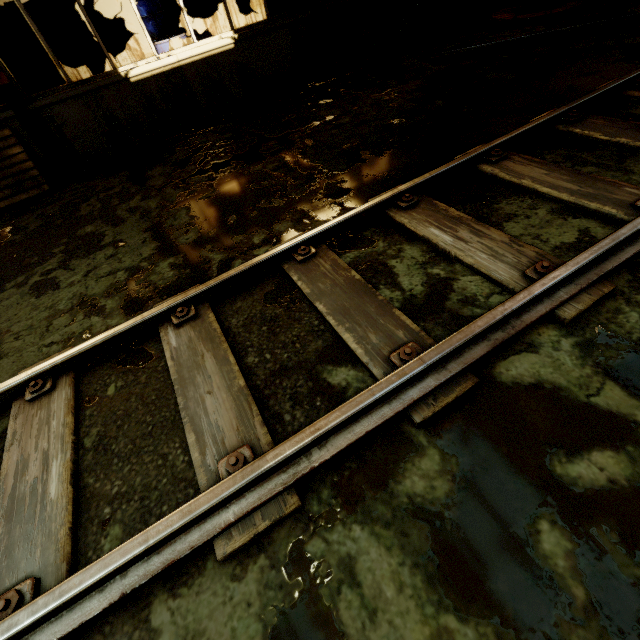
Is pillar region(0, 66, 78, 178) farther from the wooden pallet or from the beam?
the beam

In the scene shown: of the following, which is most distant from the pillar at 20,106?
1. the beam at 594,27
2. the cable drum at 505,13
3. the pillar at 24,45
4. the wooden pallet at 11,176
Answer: the cable drum at 505,13

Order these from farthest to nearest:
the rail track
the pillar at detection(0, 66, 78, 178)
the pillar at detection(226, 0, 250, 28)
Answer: the pillar at detection(226, 0, 250, 28), the pillar at detection(0, 66, 78, 178), the rail track

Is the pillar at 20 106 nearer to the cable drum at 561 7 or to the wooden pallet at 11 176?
the wooden pallet at 11 176

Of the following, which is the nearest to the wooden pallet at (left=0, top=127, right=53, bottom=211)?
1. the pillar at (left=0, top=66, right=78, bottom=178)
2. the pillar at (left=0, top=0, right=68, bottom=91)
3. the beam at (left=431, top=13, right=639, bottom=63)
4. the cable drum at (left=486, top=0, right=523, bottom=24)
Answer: the pillar at (left=0, top=66, right=78, bottom=178)

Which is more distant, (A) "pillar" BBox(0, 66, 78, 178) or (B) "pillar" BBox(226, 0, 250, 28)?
(B) "pillar" BBox(226, 0, 250, 28)

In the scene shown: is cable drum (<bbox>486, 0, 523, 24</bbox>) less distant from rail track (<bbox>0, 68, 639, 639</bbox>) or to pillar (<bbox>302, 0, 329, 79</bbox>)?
rail track (<bbox>0, 68, 639, 639</bbox>)

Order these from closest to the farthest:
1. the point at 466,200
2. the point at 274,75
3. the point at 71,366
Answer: the point at 71,366
the point at 466,200
the point at 274,75
